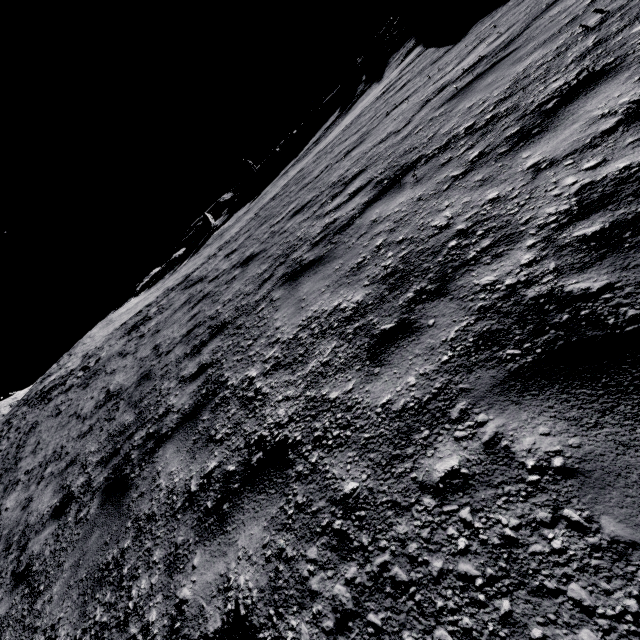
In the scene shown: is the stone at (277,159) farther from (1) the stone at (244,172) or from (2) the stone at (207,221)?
(2) the stone at (207,221)

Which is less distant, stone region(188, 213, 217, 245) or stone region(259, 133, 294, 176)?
stone region(188, 213, 217, 245)

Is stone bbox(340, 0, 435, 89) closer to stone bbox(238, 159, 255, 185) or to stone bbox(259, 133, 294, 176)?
stone bbox(259, 133, 294, 176)

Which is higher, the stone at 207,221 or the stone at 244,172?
the stone at 244,172

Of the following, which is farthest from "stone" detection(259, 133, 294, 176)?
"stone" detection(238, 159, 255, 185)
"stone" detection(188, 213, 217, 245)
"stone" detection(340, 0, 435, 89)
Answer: "stone" detection(340, 0, 435, 89)

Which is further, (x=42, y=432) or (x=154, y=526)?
(x=42, y=432)

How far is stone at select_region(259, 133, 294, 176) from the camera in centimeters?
4559cm

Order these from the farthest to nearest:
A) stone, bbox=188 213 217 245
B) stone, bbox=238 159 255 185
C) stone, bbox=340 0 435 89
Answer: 1. stone, bbox=238 159 255 185
2. stone, bbox=188 213 217 245
3. stone, bbox=340 0 435 89
